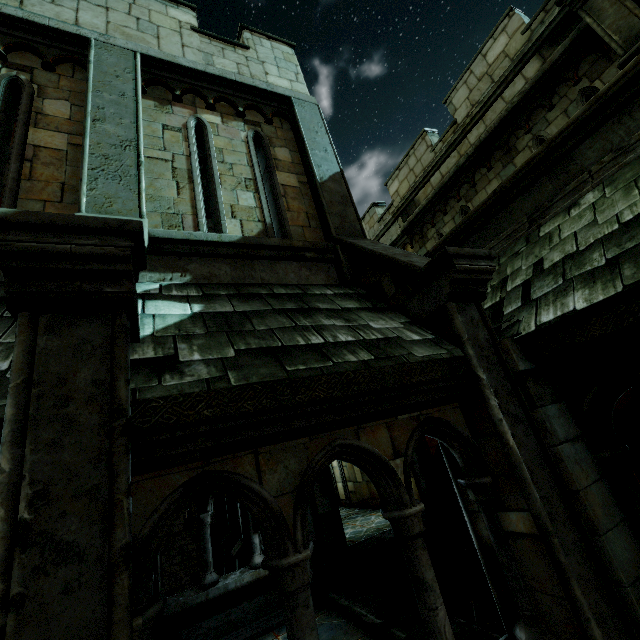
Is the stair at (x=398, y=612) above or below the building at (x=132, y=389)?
below

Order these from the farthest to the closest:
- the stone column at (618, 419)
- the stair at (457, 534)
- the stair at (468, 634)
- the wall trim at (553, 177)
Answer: the stair at (457, 534), the stone column at (618, 419), the stair at (468, 634), the wall trim at (553, 177)

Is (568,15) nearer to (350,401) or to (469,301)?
(469,301)

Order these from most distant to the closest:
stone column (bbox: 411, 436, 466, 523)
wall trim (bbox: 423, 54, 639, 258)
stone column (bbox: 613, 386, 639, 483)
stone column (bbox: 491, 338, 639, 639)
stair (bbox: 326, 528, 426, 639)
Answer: stone column (bbox: 411, 436, 466, 523) → stone column (bbox: 613, 386, 639, 483) → stair (bbox: 326, 528, 426, 639) → wall trim (bbox: 423, 54, 639, 258) → stone column (bbox: 491, 338, 639, 639)

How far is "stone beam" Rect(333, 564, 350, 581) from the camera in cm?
678

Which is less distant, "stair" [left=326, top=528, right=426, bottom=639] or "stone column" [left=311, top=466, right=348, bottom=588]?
"stair" [left=326, top=528, right=426, bottom=639]

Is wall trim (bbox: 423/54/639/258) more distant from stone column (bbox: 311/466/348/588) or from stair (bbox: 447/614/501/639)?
stair (bbox: 447/614/501/639)

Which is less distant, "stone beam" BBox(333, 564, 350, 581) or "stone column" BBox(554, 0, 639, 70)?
"stone column" BBox(554, 0, 639, 70)
